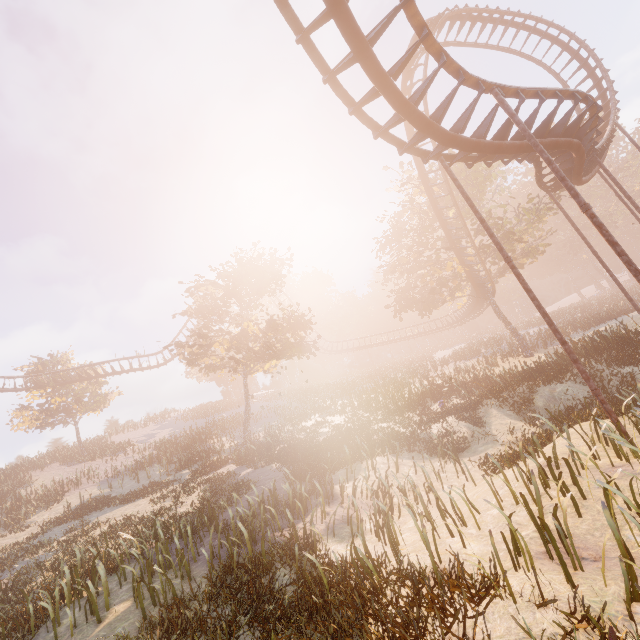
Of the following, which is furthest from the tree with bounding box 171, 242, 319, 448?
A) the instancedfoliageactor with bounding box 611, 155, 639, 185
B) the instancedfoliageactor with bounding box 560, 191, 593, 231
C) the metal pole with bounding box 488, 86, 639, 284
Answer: the instancedfoliageactor with bounding box 611, 155, 639, 185

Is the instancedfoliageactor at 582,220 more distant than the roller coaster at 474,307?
Yes

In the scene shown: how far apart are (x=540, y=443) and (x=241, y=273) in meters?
22.1

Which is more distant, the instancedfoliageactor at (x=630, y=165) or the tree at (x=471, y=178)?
the instancedfoliageactor at (x=630, y=165)

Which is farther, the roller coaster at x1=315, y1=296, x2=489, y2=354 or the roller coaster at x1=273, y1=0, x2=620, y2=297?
the roller coaster at x1=315, y1=296, x2=489, y2=354

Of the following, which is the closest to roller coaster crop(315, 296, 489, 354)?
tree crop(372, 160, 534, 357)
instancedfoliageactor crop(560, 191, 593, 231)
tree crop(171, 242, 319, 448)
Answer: tree crop(372, 160, 534, 357)

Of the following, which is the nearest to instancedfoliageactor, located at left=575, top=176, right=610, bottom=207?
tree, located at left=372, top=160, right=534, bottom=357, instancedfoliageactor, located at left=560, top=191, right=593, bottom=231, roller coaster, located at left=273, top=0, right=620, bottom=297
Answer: instancedfoliageactor, located at left=560, top=191, right=593, bottom=231

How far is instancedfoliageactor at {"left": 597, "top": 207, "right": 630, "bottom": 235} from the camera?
52.3 meters
